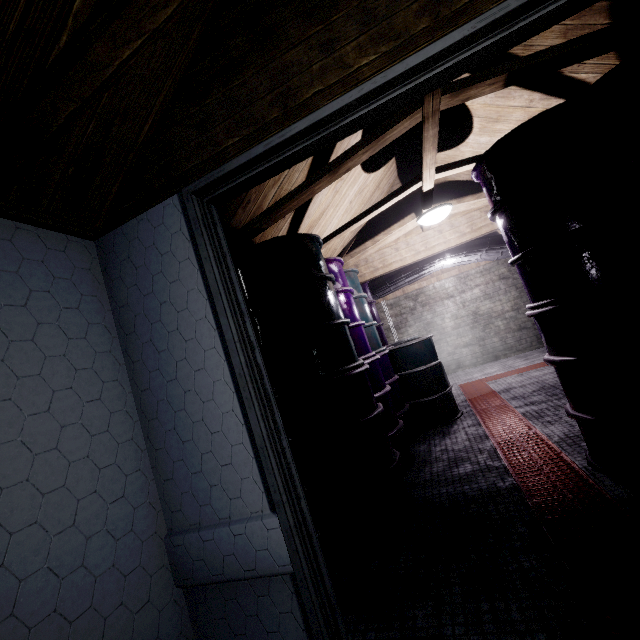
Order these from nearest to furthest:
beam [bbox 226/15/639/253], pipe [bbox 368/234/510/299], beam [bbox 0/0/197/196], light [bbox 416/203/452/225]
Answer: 1. beam [bbox 0/0/197/196]
2. beam [bbox 226/15/639/253]
3. light [bbox 416/203/452/225]
4. pipe [bbox 368/234/510/299]

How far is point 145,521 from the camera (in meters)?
1.21

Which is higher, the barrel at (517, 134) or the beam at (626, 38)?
the beam at (626, 38)

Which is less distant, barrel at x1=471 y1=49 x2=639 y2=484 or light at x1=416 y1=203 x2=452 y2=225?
A: barrel at x1=471 y1=49 x2=639 y2=484

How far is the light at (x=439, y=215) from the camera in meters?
2.9

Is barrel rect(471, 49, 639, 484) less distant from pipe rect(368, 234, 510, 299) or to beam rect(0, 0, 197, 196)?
beam rect(0, 0, 197, 196)

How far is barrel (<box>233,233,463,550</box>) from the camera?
2.04m

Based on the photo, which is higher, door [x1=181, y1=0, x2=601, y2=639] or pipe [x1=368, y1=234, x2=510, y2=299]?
pipe [x1=368, y1=234, x2=510, y2=299]
